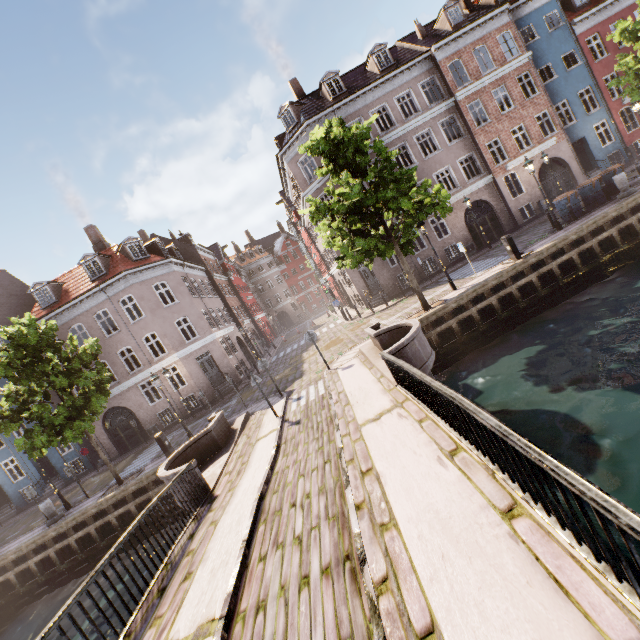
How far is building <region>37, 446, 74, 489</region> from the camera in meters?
23.5

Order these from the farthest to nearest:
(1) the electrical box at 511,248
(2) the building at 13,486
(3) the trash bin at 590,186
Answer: (2) the building at 13,486, (3) the trash bin at 590,186, (1) the electrical box at 511,248

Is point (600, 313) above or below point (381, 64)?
below

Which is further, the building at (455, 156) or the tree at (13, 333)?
the building at (455, 156)

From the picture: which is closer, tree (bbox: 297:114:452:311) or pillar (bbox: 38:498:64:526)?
tree (bbox: 297:114:452:311)

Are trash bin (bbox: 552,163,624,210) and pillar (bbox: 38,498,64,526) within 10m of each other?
no

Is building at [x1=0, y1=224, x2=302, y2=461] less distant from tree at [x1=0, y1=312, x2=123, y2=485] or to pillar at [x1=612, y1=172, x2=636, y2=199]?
tree at [x1=0, y1=312, x2=123, y2=485]
